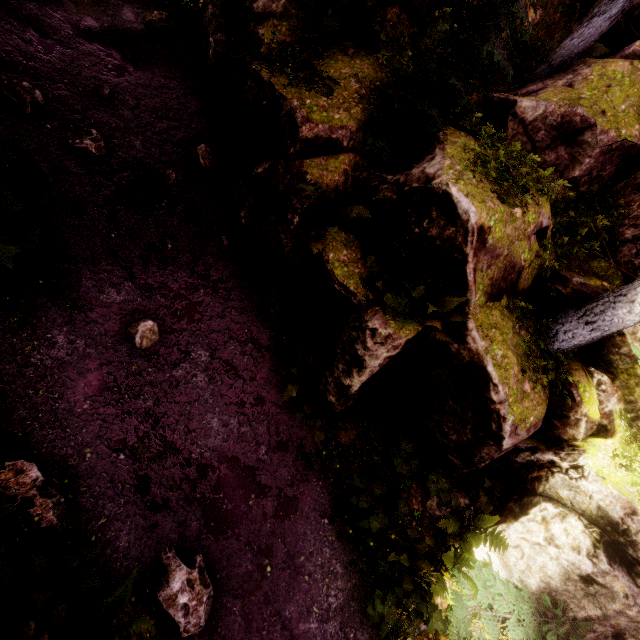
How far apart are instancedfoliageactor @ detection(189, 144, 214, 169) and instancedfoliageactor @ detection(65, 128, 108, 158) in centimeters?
186cm

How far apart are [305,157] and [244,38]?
3.6m

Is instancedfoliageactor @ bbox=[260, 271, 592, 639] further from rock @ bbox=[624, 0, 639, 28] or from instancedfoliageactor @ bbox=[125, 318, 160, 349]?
instancedfoliageactor @ bbox=[125, 318, 160, 349]

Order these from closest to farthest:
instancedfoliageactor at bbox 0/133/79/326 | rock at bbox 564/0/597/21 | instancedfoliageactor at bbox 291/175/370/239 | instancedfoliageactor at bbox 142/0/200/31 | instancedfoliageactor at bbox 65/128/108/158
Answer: instancedfoliageactor at bbox 0/133/79/326, instancedfoliageactor at bbox 291/175/370/239, instancedfoliageactor at bbox 65/128/108/158, rock at bbox 564/0/597/21, instancedfoliageactor at bbox 142/0/200/31

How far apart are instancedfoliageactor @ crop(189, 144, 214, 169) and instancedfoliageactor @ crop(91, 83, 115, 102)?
2.08m

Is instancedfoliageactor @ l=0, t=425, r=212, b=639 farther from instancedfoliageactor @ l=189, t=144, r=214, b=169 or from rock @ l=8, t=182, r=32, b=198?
instancedfoliageactor @ l=189, t=144, r=214, b=169

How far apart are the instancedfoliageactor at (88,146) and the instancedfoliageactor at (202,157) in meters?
1.9

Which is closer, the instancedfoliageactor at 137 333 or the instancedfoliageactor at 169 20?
the instancedfoliageactor at 137 333
